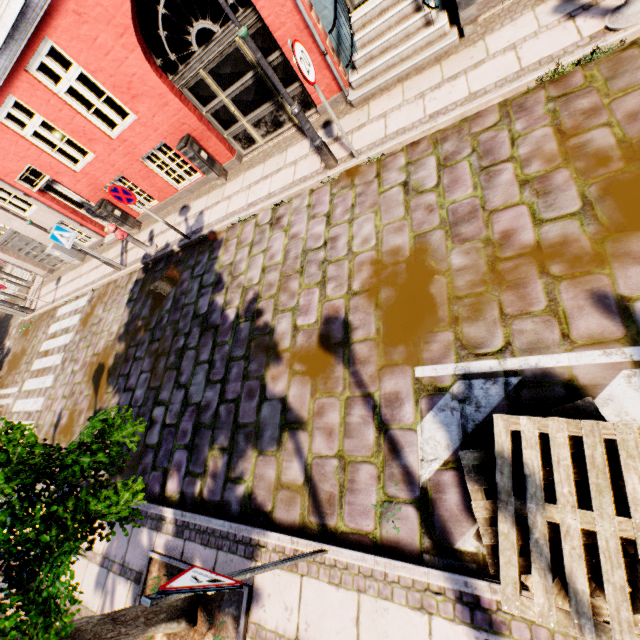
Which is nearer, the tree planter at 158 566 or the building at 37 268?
the tree planter at 158 566

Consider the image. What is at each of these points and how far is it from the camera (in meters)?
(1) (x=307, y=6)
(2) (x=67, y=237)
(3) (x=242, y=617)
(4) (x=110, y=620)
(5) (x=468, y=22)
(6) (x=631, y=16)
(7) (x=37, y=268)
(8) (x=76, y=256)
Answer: (1) building, 5.29
(2) sign, 8.55
(3) tree planter, 3.50
(4) tree, 3.24
(5) electrical box, 5.14
(6) hydrant, 3.76
(7) building, 14.09
(8) electrical box, 12.36

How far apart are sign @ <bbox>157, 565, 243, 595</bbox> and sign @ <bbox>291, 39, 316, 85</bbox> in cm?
546

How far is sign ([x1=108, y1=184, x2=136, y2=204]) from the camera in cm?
663

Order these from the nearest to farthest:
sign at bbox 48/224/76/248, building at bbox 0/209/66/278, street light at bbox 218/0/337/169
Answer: street light at bbox 218/0/337/169 < sign at bbox 48/224/76/248 < building at bbox 0/209/66/278

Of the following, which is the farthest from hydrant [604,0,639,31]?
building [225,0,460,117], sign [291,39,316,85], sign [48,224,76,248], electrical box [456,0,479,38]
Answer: sign [48,224,76,248]

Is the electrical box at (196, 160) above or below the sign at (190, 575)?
below

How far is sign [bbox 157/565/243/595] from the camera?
2.0 meters
